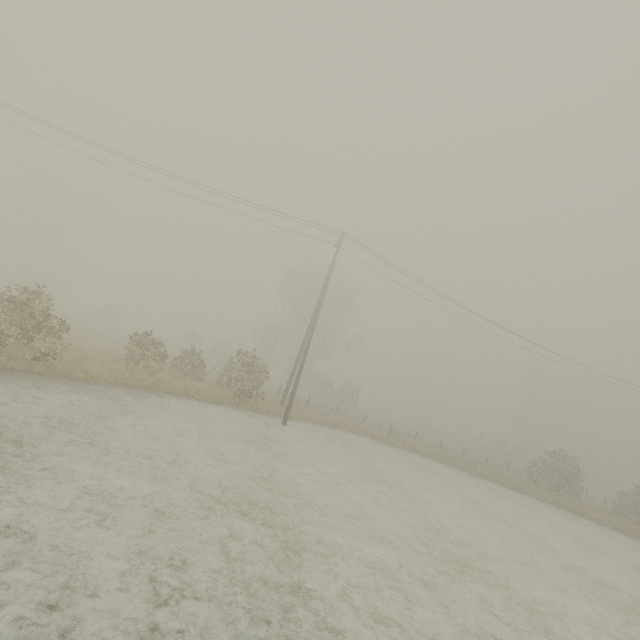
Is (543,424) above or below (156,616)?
above
